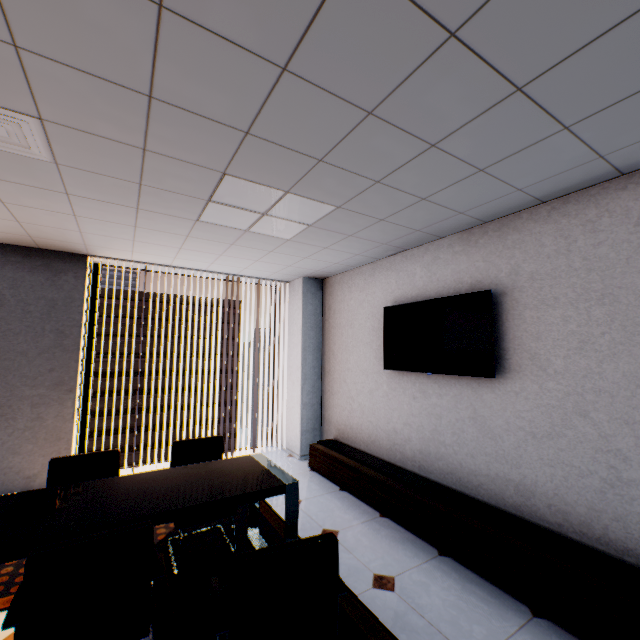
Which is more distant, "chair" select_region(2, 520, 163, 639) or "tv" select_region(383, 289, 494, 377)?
"tv" select_region(383, 289, 494, 377)

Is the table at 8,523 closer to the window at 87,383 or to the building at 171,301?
the window at 87,383

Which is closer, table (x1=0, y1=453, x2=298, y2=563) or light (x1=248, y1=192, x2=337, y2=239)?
table (x1=0, y1=453, x2=298, y2=563)

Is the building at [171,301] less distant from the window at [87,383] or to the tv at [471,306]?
the window at [87,383]

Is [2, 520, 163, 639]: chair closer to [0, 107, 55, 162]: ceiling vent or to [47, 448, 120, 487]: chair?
[47, 448, 120, 487]: chair

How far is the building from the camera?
51.22m

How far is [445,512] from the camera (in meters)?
2.80

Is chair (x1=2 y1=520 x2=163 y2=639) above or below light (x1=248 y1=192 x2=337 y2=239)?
below
